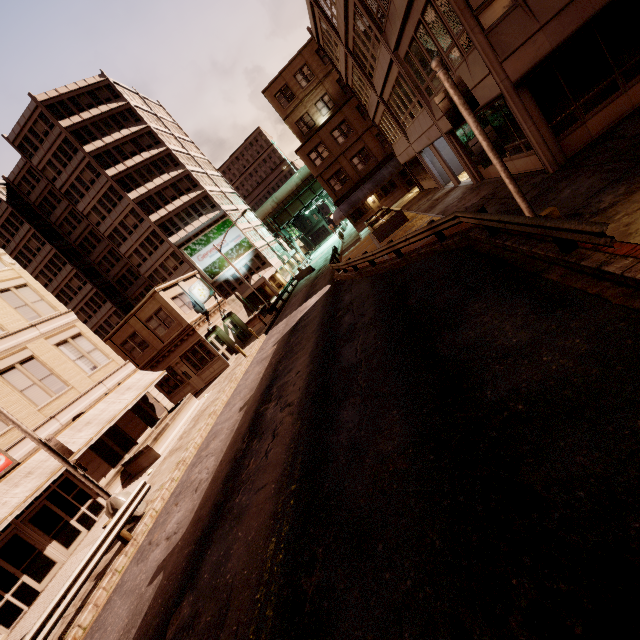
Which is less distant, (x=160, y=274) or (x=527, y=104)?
(x=527, y=104)

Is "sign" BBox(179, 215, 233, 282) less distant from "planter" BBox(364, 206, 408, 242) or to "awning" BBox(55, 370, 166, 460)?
"awning" BBox(55, 370, 166, 460)

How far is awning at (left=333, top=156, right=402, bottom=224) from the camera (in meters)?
34.91

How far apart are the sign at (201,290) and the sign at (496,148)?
24.1 meters

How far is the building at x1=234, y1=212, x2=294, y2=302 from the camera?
49.0m

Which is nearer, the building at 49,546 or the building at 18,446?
the building at 49,546

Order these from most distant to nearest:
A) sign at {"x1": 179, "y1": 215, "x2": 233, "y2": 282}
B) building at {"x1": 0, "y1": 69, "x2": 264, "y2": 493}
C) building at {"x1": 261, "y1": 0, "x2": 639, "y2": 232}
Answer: sign at {"x1": 179, "y1": 215, "x2": 233, "y2": 282} → building at {"x1": 0, "y1": 69, "x2": 264, "y2": 493} → building at {"x1": 261, "y1": 0, "x2": 639, "y2": 232}

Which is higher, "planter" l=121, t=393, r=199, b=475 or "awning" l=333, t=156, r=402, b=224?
"awning" l=333, t=156, r=402, b=224
